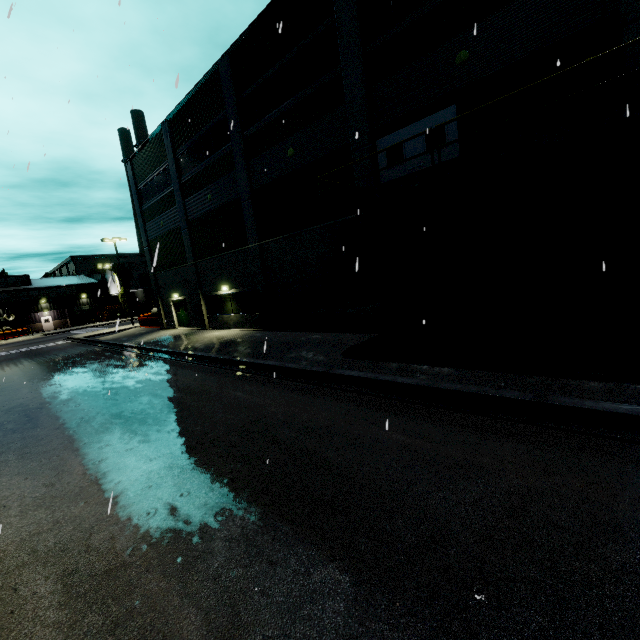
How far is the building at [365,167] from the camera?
12.56m

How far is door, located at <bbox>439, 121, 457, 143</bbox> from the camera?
10.5m

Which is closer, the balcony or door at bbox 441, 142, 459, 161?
the balcony

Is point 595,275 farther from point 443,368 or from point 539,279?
point 443,368

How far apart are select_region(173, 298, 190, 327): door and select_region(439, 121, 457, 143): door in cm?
1934

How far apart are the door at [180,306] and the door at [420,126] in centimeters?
1934cm

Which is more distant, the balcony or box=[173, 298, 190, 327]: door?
box=[173, 298, 190, 327]: door

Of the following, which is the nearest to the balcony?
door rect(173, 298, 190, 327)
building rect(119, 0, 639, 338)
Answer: building rect(119, 0, 639, 338)
